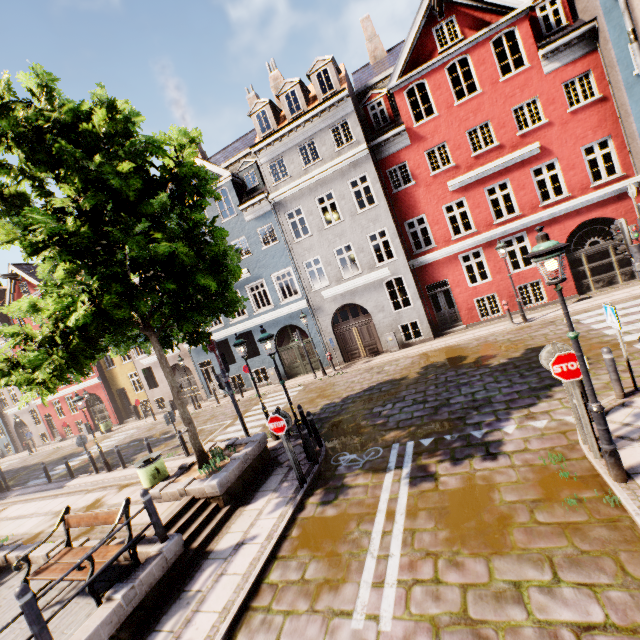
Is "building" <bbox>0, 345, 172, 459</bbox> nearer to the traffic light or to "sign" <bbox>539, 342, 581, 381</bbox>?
the traffic light

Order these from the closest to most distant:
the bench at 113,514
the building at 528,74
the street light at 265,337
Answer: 1. the bench at 113,514
2. the street light at 265,337
3. the building at 528,74

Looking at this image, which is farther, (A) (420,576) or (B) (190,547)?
(B) (190,547)

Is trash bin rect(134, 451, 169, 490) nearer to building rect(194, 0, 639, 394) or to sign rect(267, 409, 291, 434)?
sign rect(267, 409, 291, 434)

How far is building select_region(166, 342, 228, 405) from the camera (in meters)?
22.33

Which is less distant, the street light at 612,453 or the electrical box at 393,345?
the street light at 612,453

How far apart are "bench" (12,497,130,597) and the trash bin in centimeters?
200cm

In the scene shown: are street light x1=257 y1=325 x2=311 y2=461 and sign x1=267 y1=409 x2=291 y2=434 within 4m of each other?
yes
